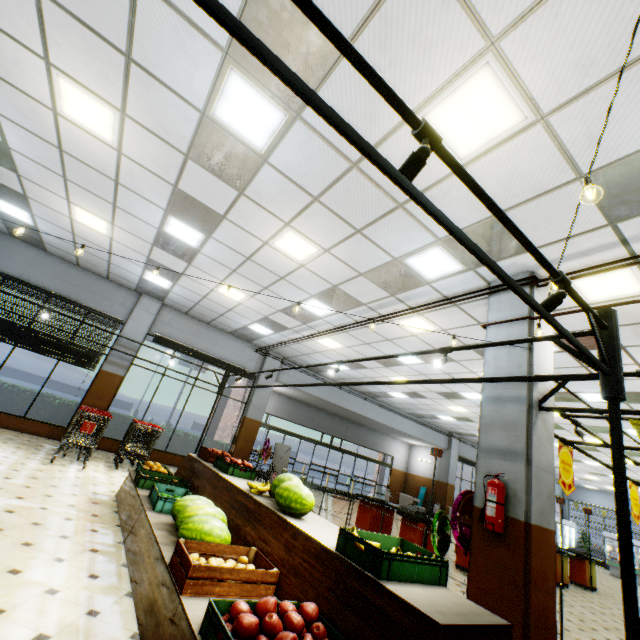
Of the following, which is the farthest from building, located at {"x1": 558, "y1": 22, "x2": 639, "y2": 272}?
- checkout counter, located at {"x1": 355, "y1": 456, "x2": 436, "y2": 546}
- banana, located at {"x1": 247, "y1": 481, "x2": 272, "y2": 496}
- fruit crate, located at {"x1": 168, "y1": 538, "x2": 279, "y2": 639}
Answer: banana, located at {"x1": 247, "y1": 481, "x2": 272, "y2": 496}

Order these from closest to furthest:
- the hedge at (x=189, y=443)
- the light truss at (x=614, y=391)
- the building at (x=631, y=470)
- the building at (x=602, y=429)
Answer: the light truss at (x=614, y=391) < the building at (x=602, y=429) < the hedge at (x=189, y=443) < the building at (x=631, y=470)

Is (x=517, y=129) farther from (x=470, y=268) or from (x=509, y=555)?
(x=509, y=555)

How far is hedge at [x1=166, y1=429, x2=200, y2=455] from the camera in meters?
11.1

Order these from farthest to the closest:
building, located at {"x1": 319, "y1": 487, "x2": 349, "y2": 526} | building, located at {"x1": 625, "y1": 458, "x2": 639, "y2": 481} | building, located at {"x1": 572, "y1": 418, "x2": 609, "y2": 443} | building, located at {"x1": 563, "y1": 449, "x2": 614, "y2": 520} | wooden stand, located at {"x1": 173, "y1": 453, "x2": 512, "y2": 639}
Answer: building, located at {"x1": 563, "y1": 449, "x2": 614, "y2": 520}, building, located at {"x1": 625, "y1": 458, "x2": 639, "y2": 481}, building, located at {"x1": 572, "y1": 418, "x2": 609, "y2": 443}, building, located at {"x1": 319, "y1": 487, "x2": 349, "y2": 526}, wooden stand, located at {"x1": 173, "y1": 453, "x2": 512, "y2": 639}

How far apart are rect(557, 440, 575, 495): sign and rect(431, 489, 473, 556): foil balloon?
1.3 meters

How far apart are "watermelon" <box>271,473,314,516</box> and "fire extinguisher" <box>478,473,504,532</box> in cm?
208

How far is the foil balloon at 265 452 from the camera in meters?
11.2 m
